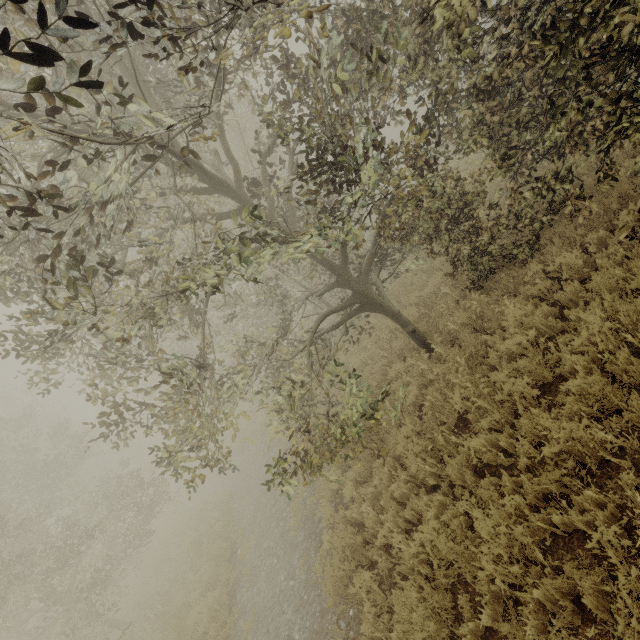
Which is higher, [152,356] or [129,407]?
[152,356]

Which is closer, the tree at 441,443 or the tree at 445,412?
the tree at 441,443

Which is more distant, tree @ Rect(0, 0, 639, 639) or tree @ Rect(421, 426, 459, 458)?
tree @ Rect(421, 426, 459, 458)

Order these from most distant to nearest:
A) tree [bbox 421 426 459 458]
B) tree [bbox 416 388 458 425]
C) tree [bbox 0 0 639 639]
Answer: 1. tree [bbox 416 388 458 425]
2. tree [bbox 421 426 459 458]
3. tree [bbox 0 0 639 639]

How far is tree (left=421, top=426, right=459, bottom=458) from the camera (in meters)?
5.14
